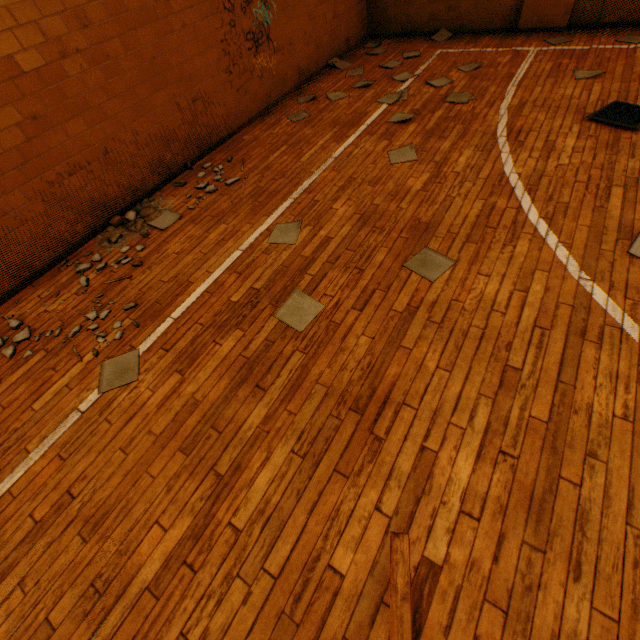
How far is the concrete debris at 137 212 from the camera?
3.9 meters

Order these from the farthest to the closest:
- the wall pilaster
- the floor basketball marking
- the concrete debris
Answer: the wall pilaster < the concrete debris < the floor basketball marking

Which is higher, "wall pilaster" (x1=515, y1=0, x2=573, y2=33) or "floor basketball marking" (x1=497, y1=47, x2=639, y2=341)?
"wall pilaster" (x1=515, y1=0, x2=573, y2=33)

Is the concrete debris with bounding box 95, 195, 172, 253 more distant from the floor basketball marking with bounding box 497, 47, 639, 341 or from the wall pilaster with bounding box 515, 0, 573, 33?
the wall pilaster with bounding box 515, 0, 573, 33

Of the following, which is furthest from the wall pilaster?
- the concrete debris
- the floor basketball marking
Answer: the concrete debris

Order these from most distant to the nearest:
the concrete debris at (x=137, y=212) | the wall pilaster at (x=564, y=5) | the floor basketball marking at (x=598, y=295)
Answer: the wall pilaster at (x=564, y=5), the concrete debris at (x=137, y=212), the floor basketball marking at (x=598, y=295)

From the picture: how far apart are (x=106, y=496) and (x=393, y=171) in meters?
4.2
